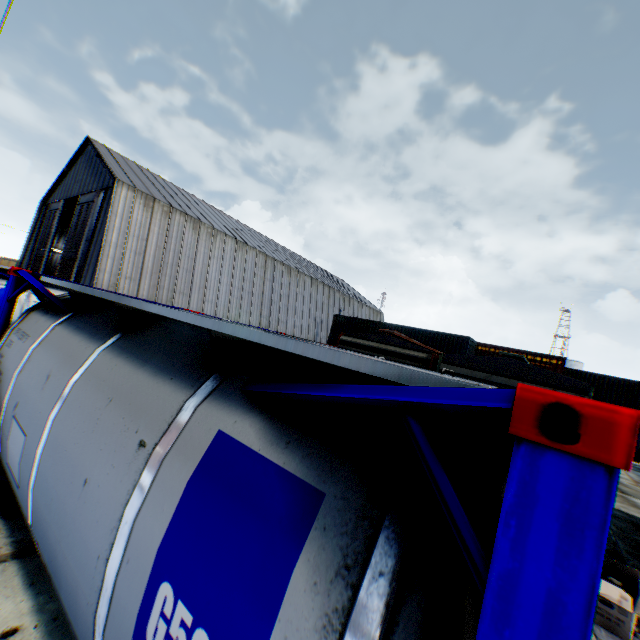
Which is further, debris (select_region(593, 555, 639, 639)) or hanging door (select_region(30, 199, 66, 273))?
hanging door (select_region(30, 199, 66, 273))

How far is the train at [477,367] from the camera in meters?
7.3

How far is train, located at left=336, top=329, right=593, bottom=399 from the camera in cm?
733

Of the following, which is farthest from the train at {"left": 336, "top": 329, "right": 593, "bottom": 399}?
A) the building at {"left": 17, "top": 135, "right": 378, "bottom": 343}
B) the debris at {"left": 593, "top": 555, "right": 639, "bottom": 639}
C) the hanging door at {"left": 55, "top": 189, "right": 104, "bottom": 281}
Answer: the hanging door at {"left": 55, "top": 189, "right": 104, "bottom": 281}

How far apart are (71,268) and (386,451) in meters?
33.7

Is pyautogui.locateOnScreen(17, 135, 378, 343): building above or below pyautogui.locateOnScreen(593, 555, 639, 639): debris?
above

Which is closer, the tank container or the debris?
the tank container

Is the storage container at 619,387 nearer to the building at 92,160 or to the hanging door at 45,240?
the building at 92,160
